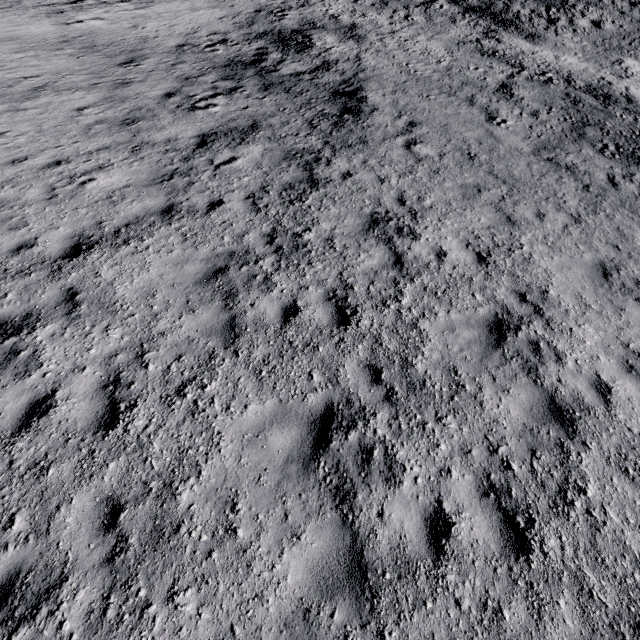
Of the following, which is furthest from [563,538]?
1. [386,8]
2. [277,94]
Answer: [386,8]
